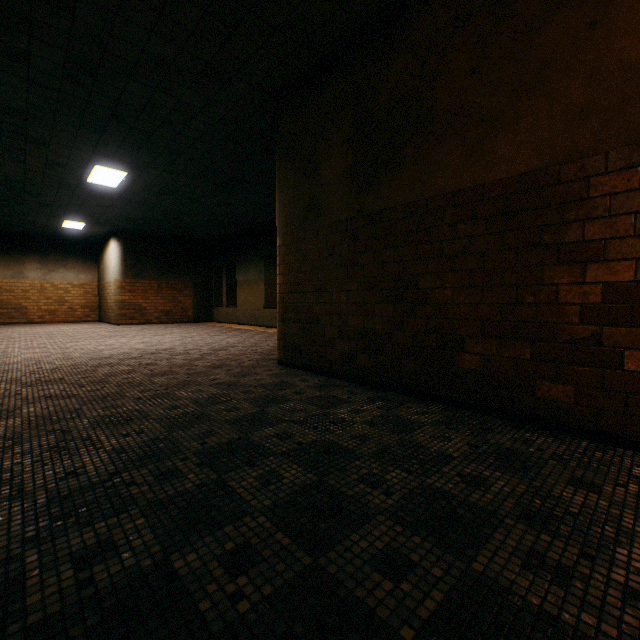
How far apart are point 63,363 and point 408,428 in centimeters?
547cm

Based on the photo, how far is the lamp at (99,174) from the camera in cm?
727

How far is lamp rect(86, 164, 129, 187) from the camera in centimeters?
727cm
